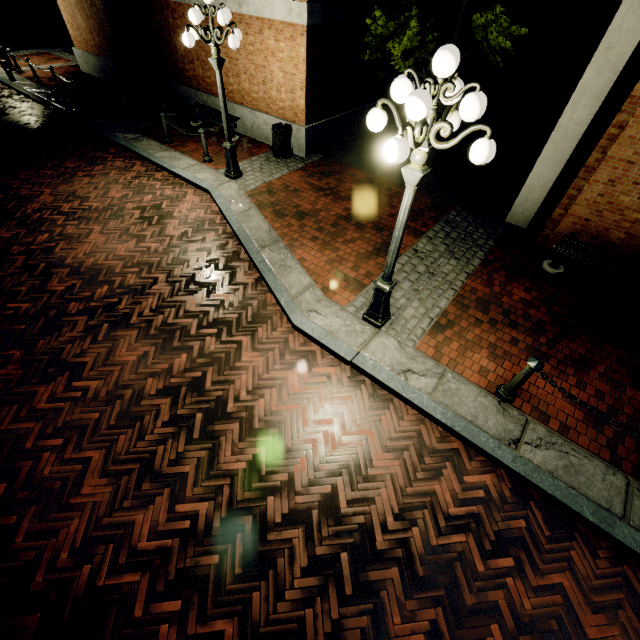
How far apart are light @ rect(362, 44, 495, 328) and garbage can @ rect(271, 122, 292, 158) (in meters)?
6.66

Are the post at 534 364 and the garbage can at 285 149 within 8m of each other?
no

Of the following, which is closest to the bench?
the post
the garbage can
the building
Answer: the post

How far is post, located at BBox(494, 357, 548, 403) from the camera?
4.1 meters

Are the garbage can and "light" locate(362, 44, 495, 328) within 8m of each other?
yes

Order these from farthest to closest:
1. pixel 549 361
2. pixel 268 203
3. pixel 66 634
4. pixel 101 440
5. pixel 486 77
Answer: pixel 486 77 → pixel 268 203 → pixel 549 361 → pixel 101 440 → pixel 66 634

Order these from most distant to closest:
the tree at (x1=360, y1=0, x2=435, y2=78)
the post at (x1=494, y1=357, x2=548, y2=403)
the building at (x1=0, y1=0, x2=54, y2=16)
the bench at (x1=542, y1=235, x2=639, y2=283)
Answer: the building at (x1=0, y1=0, x2=54, y2=16)
the tree at (x1=360, y1=0, x2=435, y2=78)
the bench at (x1=542, y1=235, x2=639, y2=283)
the post at (x1=494, y1=357, x2=548, y2=403)

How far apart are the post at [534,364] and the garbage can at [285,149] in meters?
8.8 m
